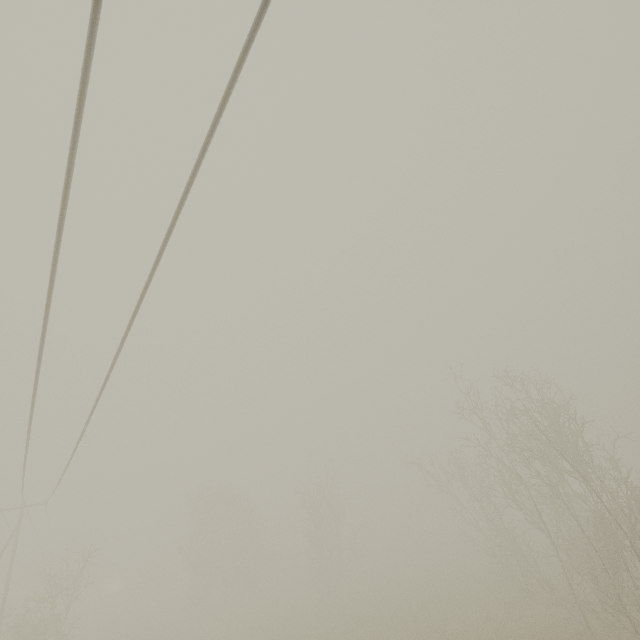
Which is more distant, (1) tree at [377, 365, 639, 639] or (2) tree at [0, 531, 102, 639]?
(2) tree at [0, 531, 102, 639]

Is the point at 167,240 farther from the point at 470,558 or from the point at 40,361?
the point at 470,558

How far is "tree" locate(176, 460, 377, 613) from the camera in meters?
35.5 m

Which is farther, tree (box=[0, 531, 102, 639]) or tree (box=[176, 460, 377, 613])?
tree (box=[176, 460, 377, 613])

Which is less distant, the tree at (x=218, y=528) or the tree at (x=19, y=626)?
the tree at (x=19, y=626)

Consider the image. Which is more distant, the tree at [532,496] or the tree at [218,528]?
the tree at [218,528]

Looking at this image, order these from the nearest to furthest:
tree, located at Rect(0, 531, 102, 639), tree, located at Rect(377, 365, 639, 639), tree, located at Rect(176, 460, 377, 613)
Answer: tree, located at Rect(377, 365, 639, 639), tree, located at Rect(0, 531, 102, 639), tree, located at Rect(176, 460, 377, 613)
